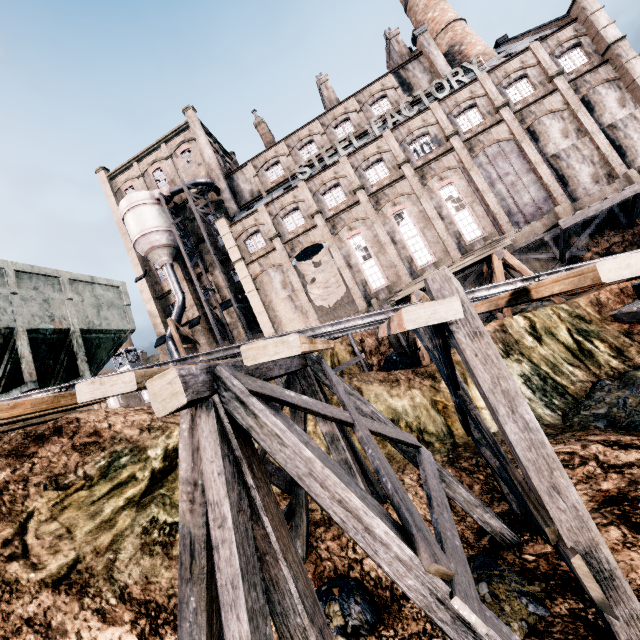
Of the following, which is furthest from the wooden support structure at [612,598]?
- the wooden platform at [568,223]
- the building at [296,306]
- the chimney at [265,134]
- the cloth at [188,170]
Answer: the chimney at [265,134]

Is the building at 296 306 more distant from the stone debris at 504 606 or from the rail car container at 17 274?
the stone debris at 504 606

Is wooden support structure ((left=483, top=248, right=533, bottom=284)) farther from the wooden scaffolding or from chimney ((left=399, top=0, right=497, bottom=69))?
chimney ((left=399, top=0, right=497, bottom=69))

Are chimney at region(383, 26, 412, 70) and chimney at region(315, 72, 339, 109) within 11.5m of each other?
yes

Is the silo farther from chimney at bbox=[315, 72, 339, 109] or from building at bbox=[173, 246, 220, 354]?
chimney at bbox=[315, 72, 339, 109]

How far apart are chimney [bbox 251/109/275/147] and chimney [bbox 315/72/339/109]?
7.5m

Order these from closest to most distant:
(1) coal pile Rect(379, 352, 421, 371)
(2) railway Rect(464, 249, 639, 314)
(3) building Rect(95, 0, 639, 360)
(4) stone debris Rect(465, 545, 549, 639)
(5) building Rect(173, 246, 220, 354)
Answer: (2) railway Rect(464, 249, 639, 314) < (4) stone debris Rect(465, 545, 549, 639) < (1) coal pile Rect(379, 352, 421, 371) < (3) building Rect(95, 0, 639, 360) < (5) building Rect(173, 246, 220, 354)

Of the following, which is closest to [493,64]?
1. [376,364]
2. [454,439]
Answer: [376,364]
